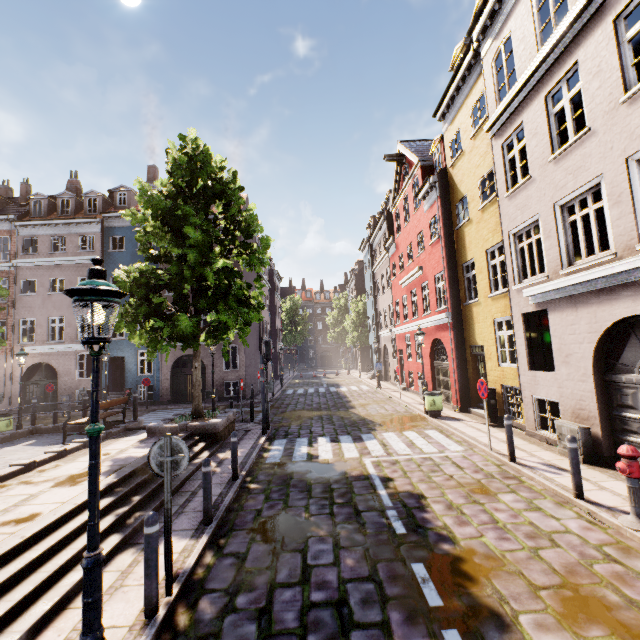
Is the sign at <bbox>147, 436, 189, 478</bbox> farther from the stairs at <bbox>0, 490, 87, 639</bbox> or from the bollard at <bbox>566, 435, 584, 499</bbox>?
the bollard at <bbox>566, 435, 584, 499</bbox>

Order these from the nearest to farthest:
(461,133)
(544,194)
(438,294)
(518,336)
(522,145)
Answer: (544,194), (522,145), (518,336), (461,133), (438,294)

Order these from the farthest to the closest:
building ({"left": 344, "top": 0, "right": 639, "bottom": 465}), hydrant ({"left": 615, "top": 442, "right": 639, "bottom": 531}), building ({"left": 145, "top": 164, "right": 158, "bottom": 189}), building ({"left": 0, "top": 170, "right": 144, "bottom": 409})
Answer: building ({"left": 145, "top": 164, "right": 158, "bottom": 189}) < building ({"left": 0, "top": 170, "right": 144, "bottom": 409}) < building ({"left": 344, "top": 0, "right": 639, "bottom": 465}) < hydrant ({"left": 615, "top": 442, "right": 639, "bottom": 531})

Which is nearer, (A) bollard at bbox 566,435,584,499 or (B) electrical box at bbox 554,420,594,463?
(A) bollard at bbox 566,435,584,499

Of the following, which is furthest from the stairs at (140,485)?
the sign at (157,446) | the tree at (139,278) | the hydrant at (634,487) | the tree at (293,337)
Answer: the tree at (293,337)

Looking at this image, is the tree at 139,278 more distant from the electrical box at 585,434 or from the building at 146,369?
the electrical box at 585,434

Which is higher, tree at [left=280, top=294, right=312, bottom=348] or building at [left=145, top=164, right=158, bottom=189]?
building at [left=145, top=164, right=158, bottom=189]

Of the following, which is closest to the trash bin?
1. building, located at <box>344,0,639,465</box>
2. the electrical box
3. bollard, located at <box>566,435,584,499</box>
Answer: building, located at <box>344,0,639,465</box>
